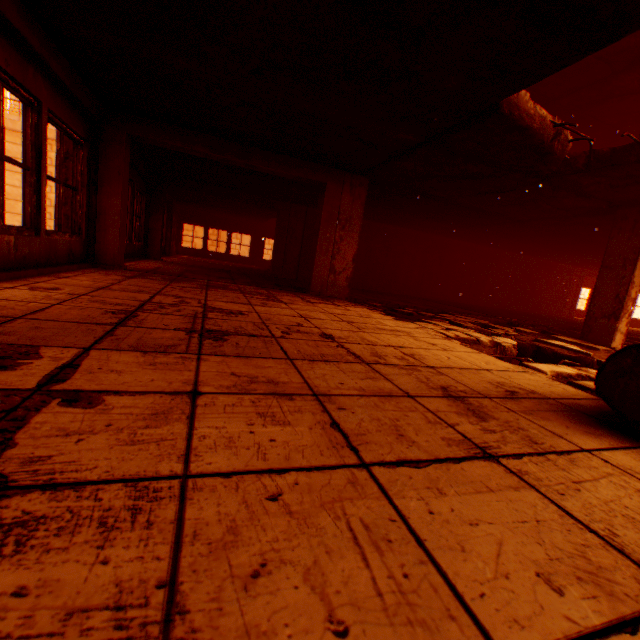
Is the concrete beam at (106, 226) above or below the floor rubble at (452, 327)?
above

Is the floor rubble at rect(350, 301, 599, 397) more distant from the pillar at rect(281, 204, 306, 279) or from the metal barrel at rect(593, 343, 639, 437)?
the pillar at rect(281, 204, 306, 279)

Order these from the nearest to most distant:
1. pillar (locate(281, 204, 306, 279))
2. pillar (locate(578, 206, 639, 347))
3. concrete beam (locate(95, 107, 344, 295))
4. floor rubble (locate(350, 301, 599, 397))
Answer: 1. floor rubble (locate(350, 301, 599, 397))
2. concrete beam (locate(95, 107, 344, 295))
3. pillar (locate(578, 206, 639, 347))
4. pillar (locate(281, 204, 306, 279))

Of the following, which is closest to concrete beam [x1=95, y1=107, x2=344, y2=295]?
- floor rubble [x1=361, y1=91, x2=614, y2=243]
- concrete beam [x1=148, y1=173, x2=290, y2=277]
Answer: floor rubble [x1=361, y1=91, x2=614, y2=243]

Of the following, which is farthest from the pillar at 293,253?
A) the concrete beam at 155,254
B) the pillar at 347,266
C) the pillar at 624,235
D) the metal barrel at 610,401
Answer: the metal barrel at 610,401

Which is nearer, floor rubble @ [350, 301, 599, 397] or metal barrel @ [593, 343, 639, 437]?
metal barrel @ [593, 343, 639, 437]

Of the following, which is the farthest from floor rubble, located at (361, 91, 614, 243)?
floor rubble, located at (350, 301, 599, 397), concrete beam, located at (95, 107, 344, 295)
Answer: floor rubble, located at (350, 301, 599, 397)

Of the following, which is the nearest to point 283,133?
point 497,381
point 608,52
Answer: point 497,381
